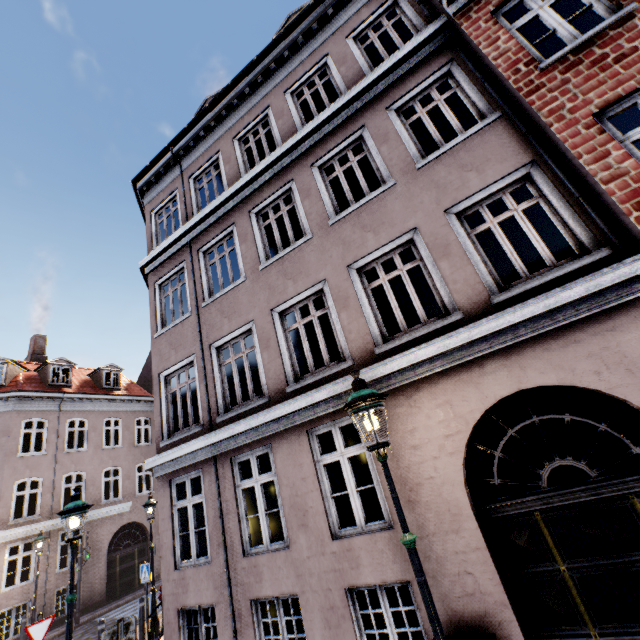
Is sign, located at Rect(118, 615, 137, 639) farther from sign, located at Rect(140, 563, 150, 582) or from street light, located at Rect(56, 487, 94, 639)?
sign, located at Rect(140, 563, 150, 582)

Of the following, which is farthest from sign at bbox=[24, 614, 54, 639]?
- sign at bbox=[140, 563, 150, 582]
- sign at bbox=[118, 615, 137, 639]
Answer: sign at bbox=[118, 615, 137, 639]

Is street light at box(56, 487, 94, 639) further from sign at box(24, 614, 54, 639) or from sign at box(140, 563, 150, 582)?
sign at box(24, 614, 54, 639)

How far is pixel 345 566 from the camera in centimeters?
505cm

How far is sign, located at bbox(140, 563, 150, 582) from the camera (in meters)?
10.20

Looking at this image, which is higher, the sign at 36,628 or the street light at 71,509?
the street light at 71,509

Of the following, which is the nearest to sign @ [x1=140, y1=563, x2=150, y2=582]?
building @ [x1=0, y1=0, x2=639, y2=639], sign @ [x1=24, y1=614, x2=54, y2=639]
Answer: building @ [x1=0, y1=0, x2=639, y2=639]

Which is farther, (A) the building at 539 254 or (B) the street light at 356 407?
(A) the building at 539 254
